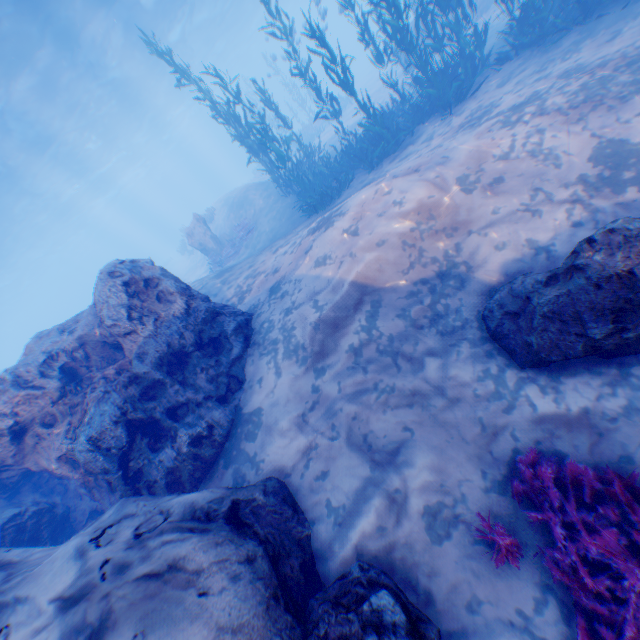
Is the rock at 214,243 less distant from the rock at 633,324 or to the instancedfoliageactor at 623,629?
the rock at 633,324

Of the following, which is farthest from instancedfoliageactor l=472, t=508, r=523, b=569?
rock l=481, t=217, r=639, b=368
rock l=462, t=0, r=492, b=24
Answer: rock l=481, t=217, r=639, b=368

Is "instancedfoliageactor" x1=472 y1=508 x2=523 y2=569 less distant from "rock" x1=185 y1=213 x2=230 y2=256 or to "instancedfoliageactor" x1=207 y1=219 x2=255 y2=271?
"instancedfoliageactor" x1=207 y1=219 x2=255 y2=271

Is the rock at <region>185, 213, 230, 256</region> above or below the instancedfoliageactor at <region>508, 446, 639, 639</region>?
above

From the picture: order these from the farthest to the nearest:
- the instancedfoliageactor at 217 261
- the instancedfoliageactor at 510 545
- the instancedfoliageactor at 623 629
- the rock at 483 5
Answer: the instancedfoliageactor at 217 261, the rock at 483 5, the instancedfoliageactor at 510 545, the instancedfoliageactor at 623 629

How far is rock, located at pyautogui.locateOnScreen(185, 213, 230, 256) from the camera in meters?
18.2 m

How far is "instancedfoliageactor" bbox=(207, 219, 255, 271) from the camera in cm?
1694

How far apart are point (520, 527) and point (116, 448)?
5.6m
